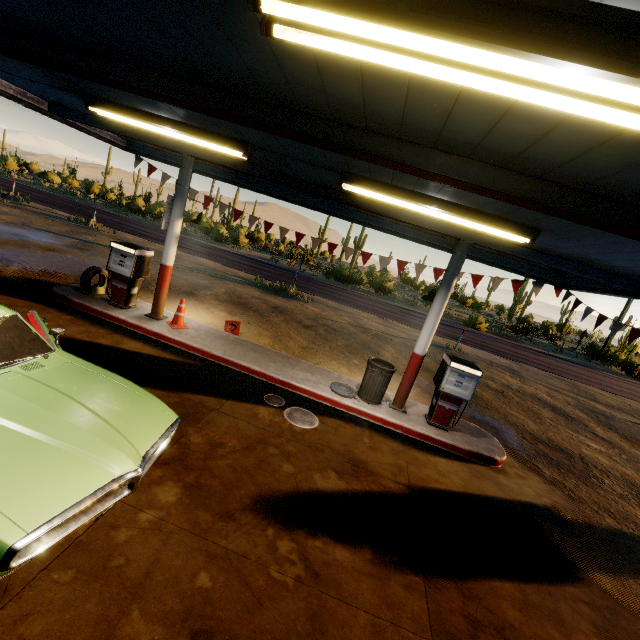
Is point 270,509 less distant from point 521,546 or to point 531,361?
point 521,546

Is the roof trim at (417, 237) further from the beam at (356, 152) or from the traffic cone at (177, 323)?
the traffic cone at (177, 323)

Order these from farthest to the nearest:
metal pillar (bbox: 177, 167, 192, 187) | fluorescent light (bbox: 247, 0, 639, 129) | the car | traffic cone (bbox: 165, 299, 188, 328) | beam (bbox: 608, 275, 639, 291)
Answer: traffic cone (bbox: 165, 299, 188, 328) → metal pillar (bbox: 177, 167, 192, 187) → beam (bbox: 608, 275, 639, 291) → the car → fluorescent light (bbox: 247, 0, 639, 129)

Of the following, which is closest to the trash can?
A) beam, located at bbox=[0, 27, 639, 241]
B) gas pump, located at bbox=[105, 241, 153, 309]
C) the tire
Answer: beam, located at bbox=[0, 27, 639, 241]

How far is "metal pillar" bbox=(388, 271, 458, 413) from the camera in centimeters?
664cm

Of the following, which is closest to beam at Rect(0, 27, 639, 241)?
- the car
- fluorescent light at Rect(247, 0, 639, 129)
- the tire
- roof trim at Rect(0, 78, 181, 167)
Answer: roof trim at Rect(0, 78, 181, 167)

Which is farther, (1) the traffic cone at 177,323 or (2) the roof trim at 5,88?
(1) the traffic cone at 177,323

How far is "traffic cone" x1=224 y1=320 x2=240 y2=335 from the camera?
8.9 meters
